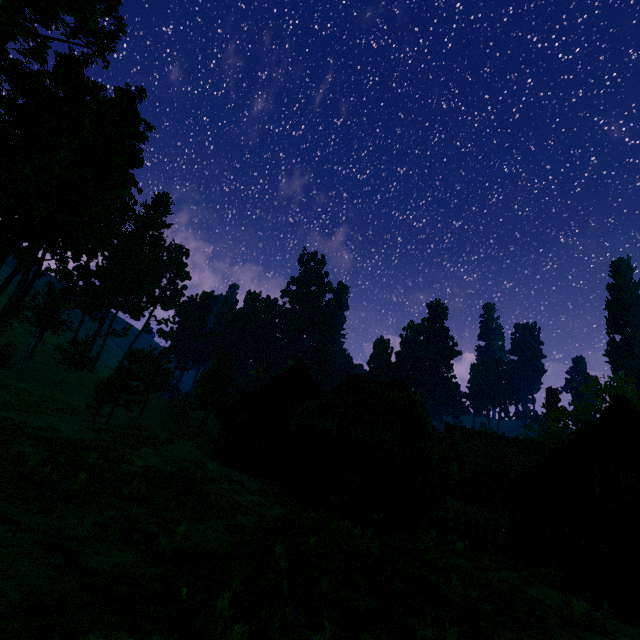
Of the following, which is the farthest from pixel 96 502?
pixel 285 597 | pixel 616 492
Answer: pixel 616 492

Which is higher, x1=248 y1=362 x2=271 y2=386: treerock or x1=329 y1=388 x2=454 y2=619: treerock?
x1=248 y1=362 x2=271 y2=386: treerock

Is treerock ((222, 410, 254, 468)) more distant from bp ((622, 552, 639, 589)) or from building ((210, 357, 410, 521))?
bp ((622, 552, 639, 589))

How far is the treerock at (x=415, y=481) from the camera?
5.12m

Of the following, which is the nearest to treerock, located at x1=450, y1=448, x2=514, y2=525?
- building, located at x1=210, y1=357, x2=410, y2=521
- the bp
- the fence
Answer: building, located at x1=210, y1=357, x2=410, y2=521

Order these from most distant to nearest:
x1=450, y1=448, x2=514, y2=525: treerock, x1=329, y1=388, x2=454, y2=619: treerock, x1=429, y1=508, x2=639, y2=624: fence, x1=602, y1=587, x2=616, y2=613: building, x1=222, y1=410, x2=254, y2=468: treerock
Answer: x1=450, y1=448, x2=514, y2=525: treerock → x1=222, y1=410, x2=254, y2=468: treerock → x1=602, y1=587, x2=616, y2=613: building → x1=429, y1=508, x2=639, y2=624: fence → x1=329, y1=388, x2=454, y2=619: treerock

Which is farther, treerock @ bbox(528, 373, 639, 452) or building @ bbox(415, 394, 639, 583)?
treerock @ bbox(528, 373, 639, 452)
